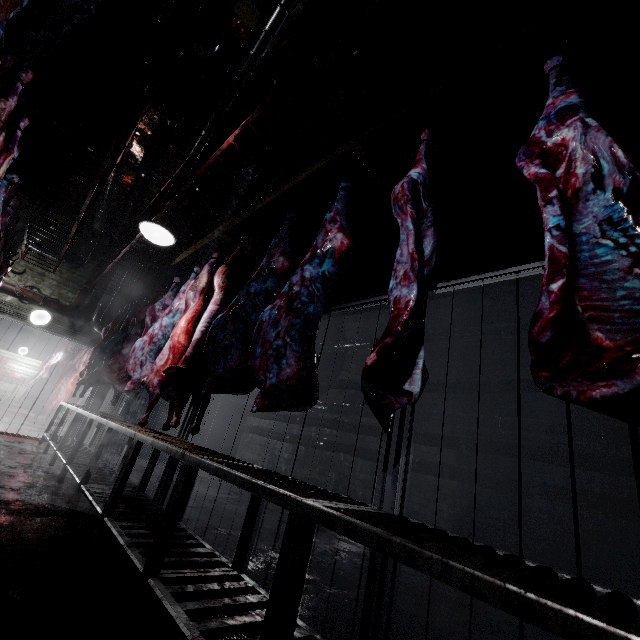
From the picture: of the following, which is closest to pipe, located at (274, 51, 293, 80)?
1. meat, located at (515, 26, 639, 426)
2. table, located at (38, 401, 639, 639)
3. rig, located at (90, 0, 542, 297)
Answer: rig, located at (90, 0, 542, 297)

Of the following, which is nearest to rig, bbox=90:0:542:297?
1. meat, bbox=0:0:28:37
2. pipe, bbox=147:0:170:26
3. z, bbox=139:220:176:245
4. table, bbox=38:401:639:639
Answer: pipe, bbox=147:0:170:26

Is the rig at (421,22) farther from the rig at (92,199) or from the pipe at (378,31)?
the rig at (92,199)

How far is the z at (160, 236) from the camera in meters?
2.9 m

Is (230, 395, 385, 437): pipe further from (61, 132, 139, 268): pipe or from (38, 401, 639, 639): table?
(38, 401, 639, 639): table

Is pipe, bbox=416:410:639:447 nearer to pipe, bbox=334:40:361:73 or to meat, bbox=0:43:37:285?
pipe, bbox=334:40:361:73

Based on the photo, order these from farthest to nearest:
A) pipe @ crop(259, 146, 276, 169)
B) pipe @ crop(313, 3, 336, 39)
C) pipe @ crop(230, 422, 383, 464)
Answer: pipe @ crop(230, 422, 383, 464)
pipe @ crop(259, 146, 276, 169)
pipe @ crop(313, 3, 336, 39)

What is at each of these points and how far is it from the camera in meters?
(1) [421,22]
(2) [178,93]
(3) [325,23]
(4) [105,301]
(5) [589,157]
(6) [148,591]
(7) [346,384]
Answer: (1) rig, 1.6 m
(2) pipe, 3.5 m
(3) pipe, 2.6 m
(4) pipe, 7.0 m
(5) meat, 1.2 m
(6) table, 1.6 m
(7) pipe, 6.1 m
